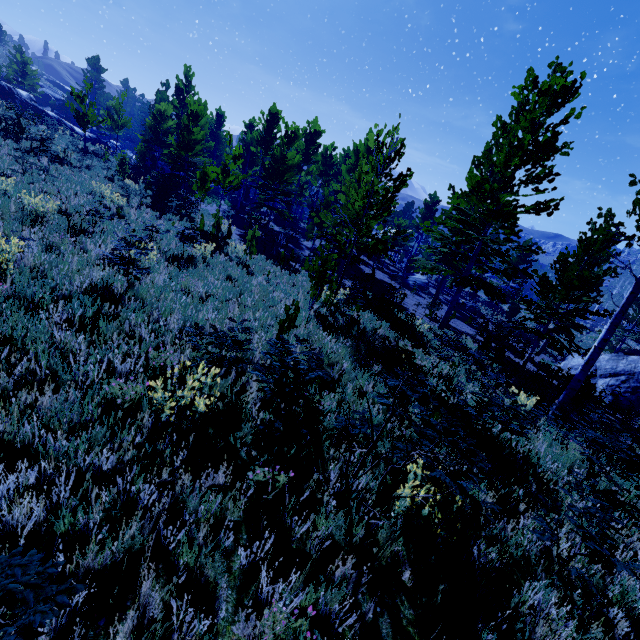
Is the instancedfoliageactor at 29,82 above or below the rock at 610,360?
above

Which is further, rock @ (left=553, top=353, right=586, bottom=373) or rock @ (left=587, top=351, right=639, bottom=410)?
rock @ (left=553, top=353, right=586, bottom=373)

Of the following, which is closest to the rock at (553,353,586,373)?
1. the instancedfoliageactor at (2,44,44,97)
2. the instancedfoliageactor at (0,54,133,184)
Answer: the instancedfoliageactor at (0,54,133,184)

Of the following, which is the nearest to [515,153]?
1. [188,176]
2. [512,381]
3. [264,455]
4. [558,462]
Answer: [512,381]

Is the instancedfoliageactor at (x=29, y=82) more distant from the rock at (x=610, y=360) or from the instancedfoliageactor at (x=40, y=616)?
the rock at (x=610, y=360)

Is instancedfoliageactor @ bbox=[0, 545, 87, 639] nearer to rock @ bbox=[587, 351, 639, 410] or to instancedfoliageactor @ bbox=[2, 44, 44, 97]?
rock @ bbox=[587, 351, 639, 410]
